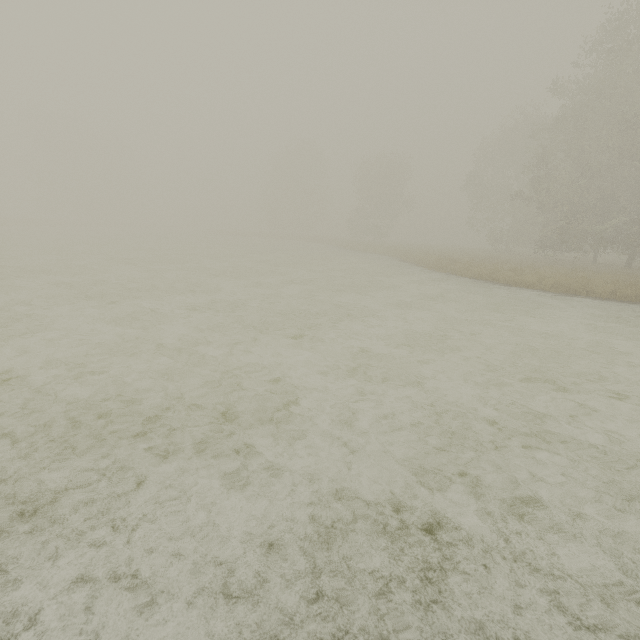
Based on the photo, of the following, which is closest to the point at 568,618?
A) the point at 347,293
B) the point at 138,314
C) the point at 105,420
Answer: the point at 105,420
